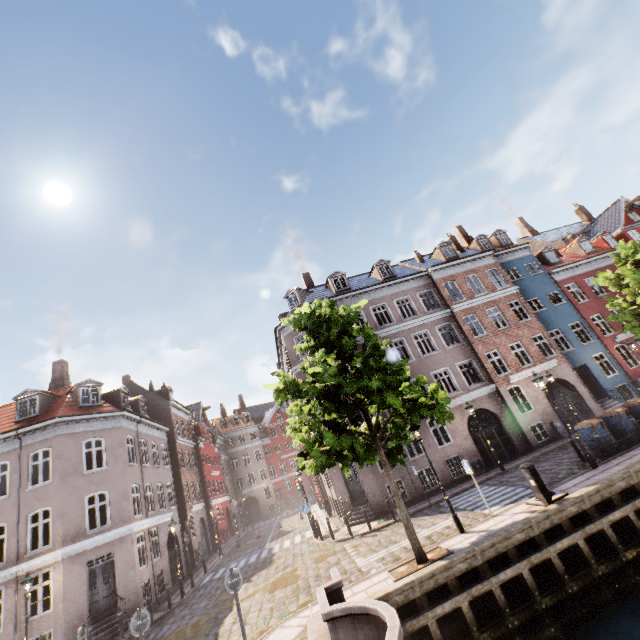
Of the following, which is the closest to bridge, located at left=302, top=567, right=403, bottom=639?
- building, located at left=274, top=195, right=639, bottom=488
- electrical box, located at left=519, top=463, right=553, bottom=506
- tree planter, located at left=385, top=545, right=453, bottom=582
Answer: tree planter, located at left=385, top=545, right=453, bottom=582

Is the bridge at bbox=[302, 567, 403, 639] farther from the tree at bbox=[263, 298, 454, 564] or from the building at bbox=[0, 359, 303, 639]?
the building at bbox=[0, 359, 303, 639]

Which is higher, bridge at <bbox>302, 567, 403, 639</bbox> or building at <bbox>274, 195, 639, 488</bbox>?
building at <bbox>274, 195, 639, 488</bbox>

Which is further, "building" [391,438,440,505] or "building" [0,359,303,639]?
"building" [391,438,440,505]

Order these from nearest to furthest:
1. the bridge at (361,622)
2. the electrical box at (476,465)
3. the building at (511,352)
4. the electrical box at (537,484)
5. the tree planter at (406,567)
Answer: the bridge at (361,622) < the tree planter at (406,567) < the electrical box at (537,484) < the electrical box at (476,465) < the building at (511,352)

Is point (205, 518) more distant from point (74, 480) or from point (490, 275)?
point (490, 275)

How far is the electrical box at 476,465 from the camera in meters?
19.0 m

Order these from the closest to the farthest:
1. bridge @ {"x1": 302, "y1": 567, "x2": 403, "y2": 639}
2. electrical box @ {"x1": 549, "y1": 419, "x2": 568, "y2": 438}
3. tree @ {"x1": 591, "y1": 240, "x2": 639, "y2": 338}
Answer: bridge @ {"x1": 302, "y1": 567, "x2": 403, "y2": 639}, tree @ {"x1": 591, "y1": 240, "x2": 639, "y2": 338}, electrical box @ {"x1": 549, "y1": 419, "x2": 568, "y2": 438}
